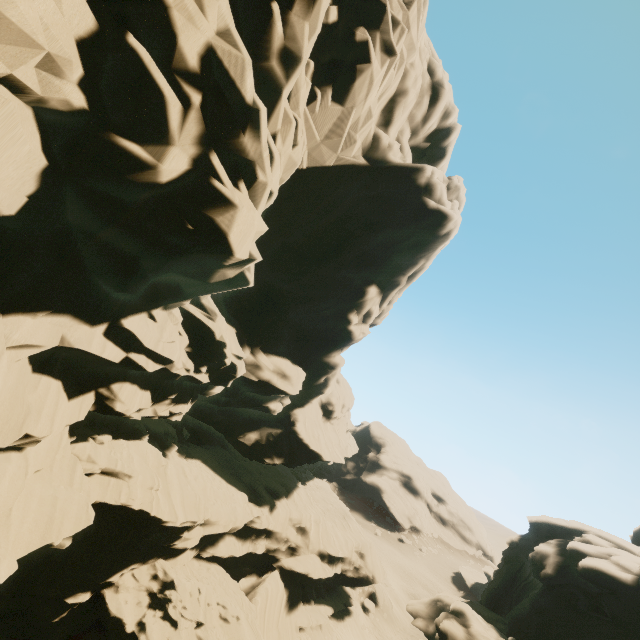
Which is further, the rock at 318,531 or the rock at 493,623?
the rock at 493,623

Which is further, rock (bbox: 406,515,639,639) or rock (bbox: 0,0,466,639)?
rock (bbox: 406,515,639,639)

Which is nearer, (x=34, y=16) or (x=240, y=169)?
(x=34, y=16)
